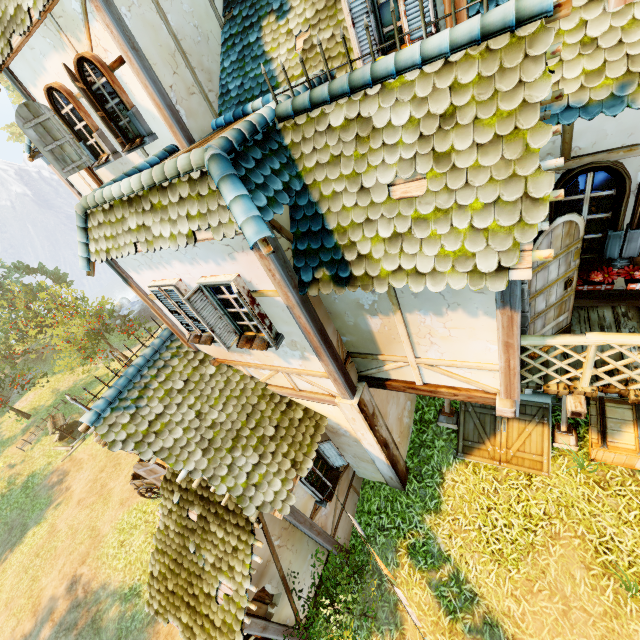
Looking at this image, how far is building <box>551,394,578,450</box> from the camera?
7.1 meters

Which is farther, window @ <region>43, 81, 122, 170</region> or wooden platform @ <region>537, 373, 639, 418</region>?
window @ <region>43, 81, 122, 170</region>

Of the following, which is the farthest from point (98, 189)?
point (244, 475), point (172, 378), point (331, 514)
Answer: point (331, 514)

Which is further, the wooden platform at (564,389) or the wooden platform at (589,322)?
the wooden platform at (589,322)

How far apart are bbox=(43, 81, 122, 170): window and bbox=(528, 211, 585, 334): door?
8.08m

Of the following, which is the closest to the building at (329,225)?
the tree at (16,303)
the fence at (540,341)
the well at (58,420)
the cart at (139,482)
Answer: the fence at (540,341)

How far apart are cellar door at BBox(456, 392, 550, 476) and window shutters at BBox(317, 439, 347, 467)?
2.96m

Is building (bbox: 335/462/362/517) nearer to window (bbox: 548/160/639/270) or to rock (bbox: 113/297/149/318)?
window (bbox: 548/160/639/270)
